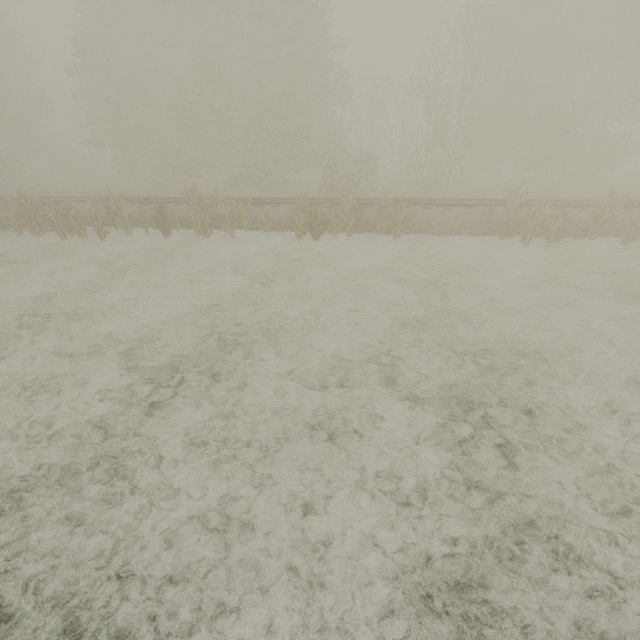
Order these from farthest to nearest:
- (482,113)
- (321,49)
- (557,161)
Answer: (557,161) < (482,113) < (321,49)

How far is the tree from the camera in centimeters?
1324cm

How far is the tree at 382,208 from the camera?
13.2m
